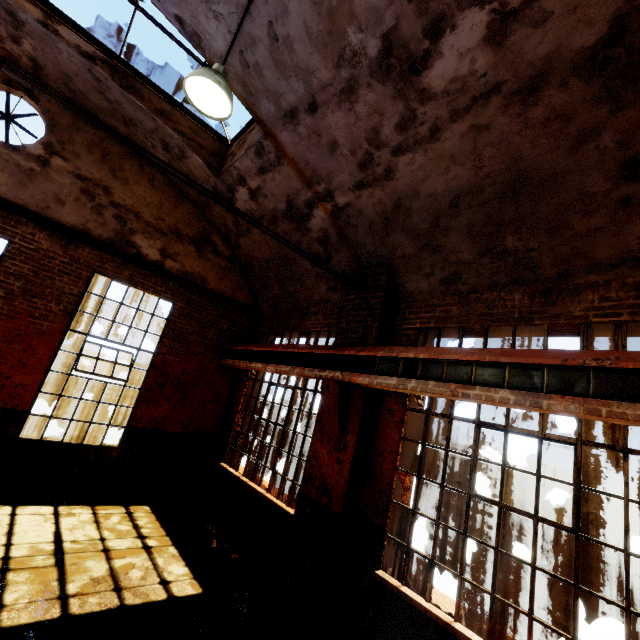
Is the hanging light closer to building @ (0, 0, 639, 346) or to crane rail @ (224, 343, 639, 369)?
building @ (0, 0, 639, 346)

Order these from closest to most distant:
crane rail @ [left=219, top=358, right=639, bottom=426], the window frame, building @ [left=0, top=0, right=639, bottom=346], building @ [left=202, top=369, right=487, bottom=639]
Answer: crane rail @ [left=219, top=358, right=639, bottom=426], building @ [left=0, top=0, right=639, bottom=346], building @ [left=202, top=369, right=487, bottom=639], the window frame

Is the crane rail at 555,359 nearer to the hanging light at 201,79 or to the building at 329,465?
the building at 329,465

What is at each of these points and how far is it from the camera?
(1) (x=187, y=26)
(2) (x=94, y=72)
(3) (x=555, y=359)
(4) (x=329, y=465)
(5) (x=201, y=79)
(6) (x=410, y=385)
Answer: (1) building, 4.6m
(2) building, 5.9m
(3) crane rail, 3.1m
(4) building, 5.1m
(5) hanging light, 3.4m
(6) crane rail, 4.2m

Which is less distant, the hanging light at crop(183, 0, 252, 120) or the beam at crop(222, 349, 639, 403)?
the beam at crop(222, 349, 639, 403)

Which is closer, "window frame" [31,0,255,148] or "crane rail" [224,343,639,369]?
"crane rail" [224,343,639,369]

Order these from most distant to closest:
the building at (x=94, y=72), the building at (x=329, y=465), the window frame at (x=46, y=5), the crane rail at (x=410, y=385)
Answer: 1. the window frame at (x=46, y=5)
2. the building at (x=329, y=465)
3. the building at (x=94, y=72)
4. the crane rail at (x=410, y=385)

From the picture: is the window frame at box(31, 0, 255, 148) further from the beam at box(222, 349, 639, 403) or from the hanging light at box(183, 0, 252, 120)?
the beam at box(222, 349, 639, 403)
